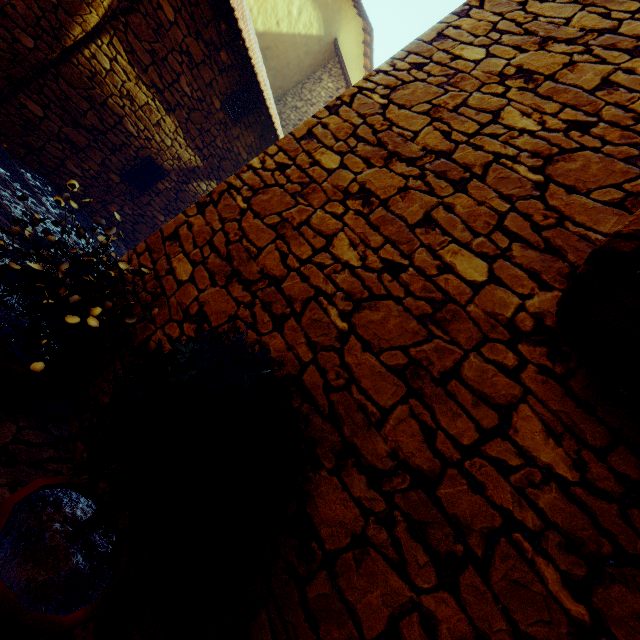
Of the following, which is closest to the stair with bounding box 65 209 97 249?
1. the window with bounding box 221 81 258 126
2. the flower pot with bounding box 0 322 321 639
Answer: the flower pot with bounding box 0 322 321 639

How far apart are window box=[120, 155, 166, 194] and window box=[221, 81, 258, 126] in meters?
1.8 m

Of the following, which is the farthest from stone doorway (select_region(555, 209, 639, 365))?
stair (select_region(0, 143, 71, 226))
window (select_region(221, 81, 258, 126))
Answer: window (select_region(221, 81, 258, 126))

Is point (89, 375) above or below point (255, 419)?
below

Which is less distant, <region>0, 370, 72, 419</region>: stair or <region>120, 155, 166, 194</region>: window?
<region>0, 370, 72, 419</region>: stair

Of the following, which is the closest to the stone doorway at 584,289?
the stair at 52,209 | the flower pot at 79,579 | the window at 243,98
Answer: the flower pot at 79,579

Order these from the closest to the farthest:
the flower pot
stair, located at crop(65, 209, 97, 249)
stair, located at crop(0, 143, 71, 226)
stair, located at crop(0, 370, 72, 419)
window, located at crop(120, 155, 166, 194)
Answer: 1. the flower pot
2. stair, located at crop(0, 370, 72, 419)
3. stair, located at crop(0, 143, 71, 226)
4. stair, located at crop(65, 209, 97, 249)
5. window, located at crop(120, 155, 166, 194)

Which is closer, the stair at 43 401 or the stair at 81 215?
the stair at 43 401
